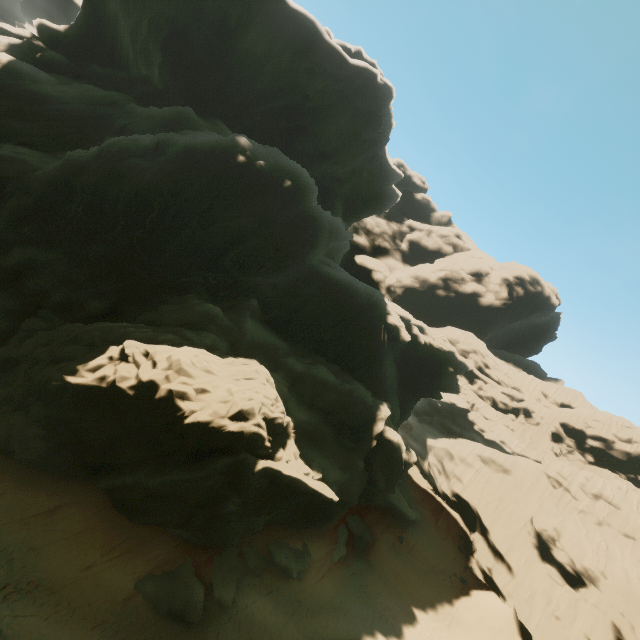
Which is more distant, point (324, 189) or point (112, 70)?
point (324, 189)

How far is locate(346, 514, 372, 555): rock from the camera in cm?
3002

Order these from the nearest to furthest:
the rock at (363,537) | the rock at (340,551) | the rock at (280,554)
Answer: the rock at (280,554), the rock at (340,551), the rock at (363,537)

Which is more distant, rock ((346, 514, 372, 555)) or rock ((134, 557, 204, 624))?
rock ((346, 514, 372, 555))

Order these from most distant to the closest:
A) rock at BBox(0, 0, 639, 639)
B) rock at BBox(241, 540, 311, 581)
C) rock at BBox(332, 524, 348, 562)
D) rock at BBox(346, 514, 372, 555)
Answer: rock at BBox(346, 514, 372, 555)
rock at BBox(332, 524, 348, 562)
rock at BBox(241, 540, 311, 581)
rock at BBox(0, 0, 639, 639)

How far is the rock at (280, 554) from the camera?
21.4m
